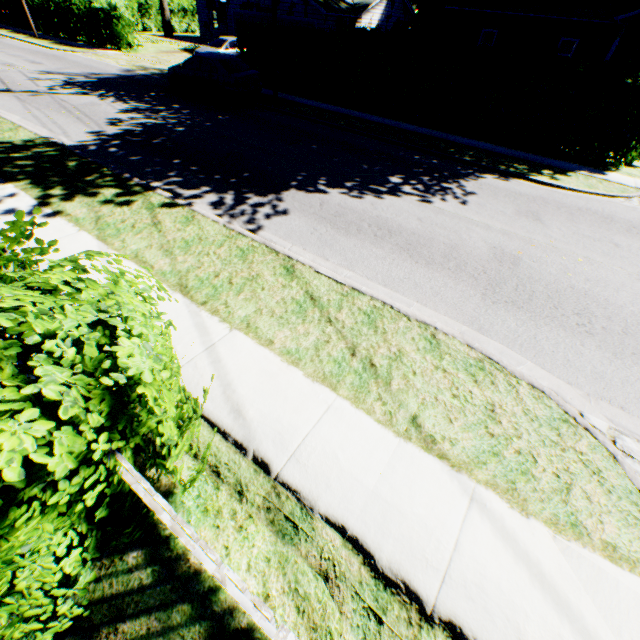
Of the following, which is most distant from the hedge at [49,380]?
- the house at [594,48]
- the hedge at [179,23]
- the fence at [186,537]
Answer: the hedge at [179,23]

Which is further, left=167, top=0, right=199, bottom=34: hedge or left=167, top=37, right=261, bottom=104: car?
left=167, top=0, right=199, bottom=34: hedge

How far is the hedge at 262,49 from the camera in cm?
1678

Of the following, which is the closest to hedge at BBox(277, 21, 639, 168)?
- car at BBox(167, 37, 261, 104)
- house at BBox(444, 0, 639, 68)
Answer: car at BBox(167, 37, 261, 104)

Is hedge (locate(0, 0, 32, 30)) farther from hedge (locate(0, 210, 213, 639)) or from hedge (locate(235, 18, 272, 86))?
hedge (locate(0, 210, 213, 639))

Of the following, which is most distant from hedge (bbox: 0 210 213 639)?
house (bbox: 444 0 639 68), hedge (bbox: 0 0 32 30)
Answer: hedge (bbox: 0 0 32 30)

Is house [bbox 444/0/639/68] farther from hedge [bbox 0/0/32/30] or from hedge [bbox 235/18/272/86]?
hedge [bbox 0/0/32/30]

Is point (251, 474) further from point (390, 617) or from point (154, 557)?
point (390, 617)
